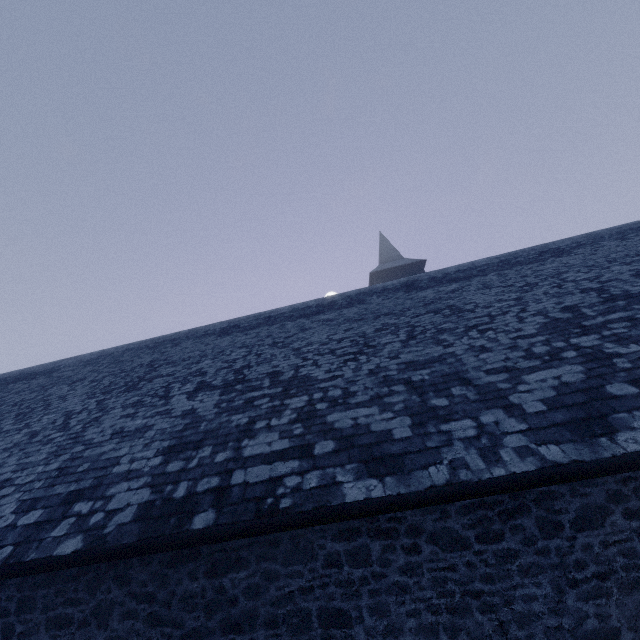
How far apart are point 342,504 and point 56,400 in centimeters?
998cm
